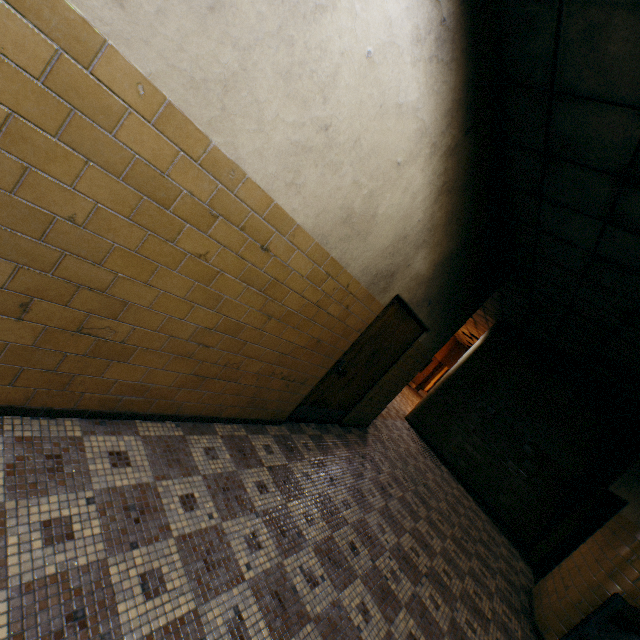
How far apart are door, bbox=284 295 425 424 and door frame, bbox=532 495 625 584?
4.4 meters

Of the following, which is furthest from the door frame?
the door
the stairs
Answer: the door

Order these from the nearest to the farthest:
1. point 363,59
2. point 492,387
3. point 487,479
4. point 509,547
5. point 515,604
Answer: point 363,59 → point 515,604 → point 509,547 → point 487,479 → point 492,387

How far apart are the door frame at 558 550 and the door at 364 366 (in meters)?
4.38

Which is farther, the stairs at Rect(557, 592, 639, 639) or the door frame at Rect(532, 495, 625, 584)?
the door frame at Rect(532, 495, 625, 584)

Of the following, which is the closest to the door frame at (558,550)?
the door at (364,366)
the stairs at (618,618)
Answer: the stairs at (618,618)

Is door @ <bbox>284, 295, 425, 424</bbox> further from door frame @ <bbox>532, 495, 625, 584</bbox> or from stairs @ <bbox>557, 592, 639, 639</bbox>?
door frame @ <bbox>532, 495, 625, 584</bbox>
